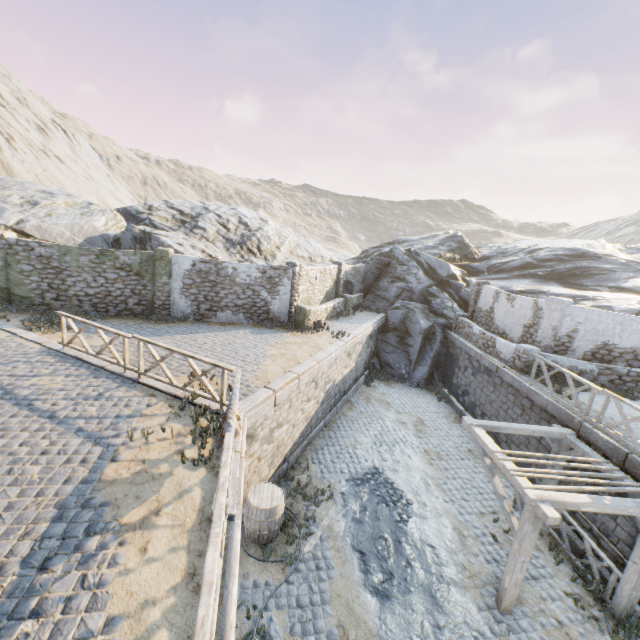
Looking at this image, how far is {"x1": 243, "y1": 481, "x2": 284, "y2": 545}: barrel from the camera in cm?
791

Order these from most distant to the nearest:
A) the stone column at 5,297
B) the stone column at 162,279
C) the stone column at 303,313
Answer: the stone column at 303,313 < the stone column at 162,279 < the stone column at 5,297

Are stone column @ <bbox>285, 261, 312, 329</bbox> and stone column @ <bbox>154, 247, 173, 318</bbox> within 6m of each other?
yes

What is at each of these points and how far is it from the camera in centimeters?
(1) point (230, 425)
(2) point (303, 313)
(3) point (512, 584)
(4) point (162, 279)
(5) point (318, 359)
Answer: (1) fabric, 527cm
(2) stone column, 1550cm
(3) awning, 700cm
(4) stone column, 1450cm
(5) stone blocks, 1179cm

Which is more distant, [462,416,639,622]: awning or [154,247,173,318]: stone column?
[154,247,173,318]: stone column

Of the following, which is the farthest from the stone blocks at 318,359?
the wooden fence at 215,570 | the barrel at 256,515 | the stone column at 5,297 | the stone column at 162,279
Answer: the stone column at 162,279

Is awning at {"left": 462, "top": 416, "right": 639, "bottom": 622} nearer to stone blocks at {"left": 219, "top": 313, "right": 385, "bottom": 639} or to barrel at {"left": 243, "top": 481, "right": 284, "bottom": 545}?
stone blocks at {"left": 219, "top": 313, "right": 385, "bottom": 639}

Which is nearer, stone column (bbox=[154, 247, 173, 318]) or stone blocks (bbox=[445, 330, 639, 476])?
stone blocks (bbox=[445, 330, 639, 476])
